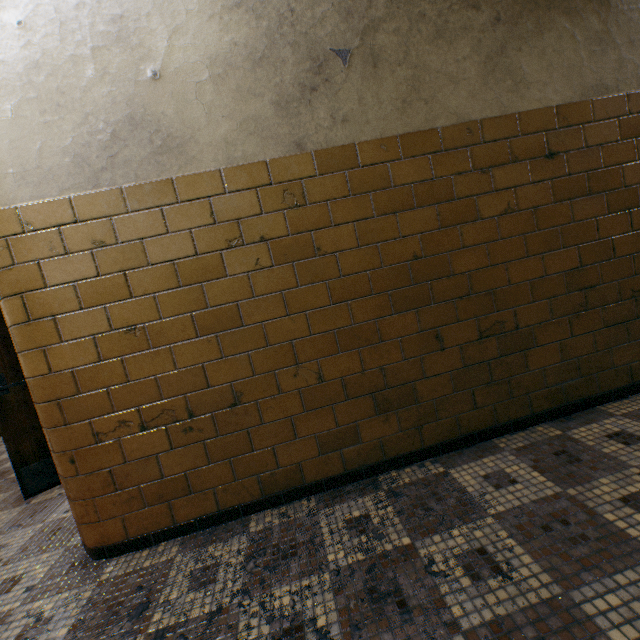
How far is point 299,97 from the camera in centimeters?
178cm
